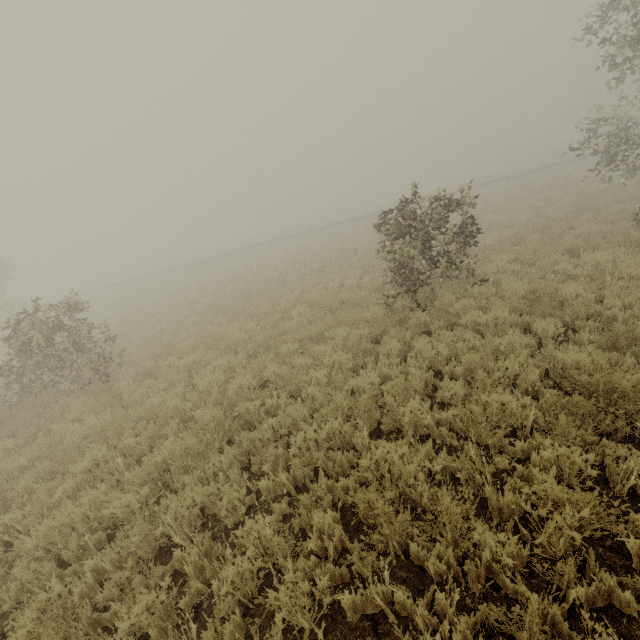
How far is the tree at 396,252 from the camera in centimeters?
801cm

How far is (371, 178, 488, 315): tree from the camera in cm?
801

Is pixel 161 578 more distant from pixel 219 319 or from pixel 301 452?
pixel 219 319
